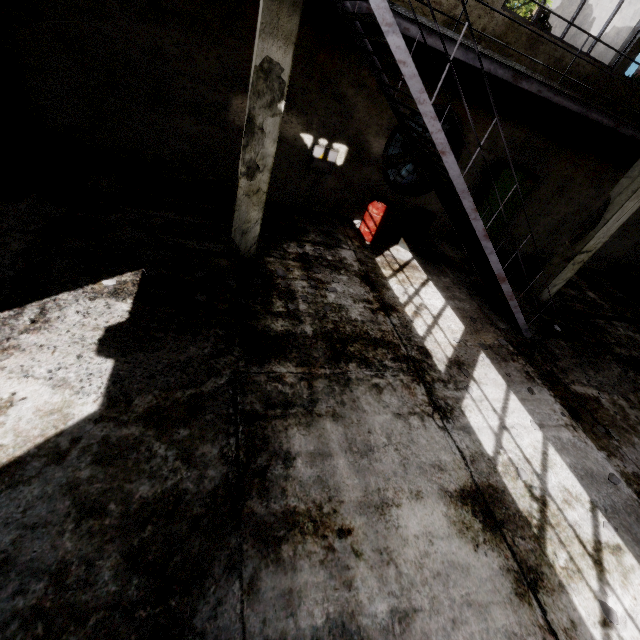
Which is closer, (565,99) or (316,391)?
(316,391)

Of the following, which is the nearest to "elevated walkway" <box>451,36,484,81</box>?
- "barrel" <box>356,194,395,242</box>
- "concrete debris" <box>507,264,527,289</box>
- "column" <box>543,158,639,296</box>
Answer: "column" <box>543,158,639,296</box>

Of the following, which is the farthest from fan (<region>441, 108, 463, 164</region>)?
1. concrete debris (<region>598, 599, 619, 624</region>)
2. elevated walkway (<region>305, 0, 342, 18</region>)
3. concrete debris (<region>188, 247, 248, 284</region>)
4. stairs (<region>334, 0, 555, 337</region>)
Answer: concrete debris (<region>598, 599, 619, 624</region>)

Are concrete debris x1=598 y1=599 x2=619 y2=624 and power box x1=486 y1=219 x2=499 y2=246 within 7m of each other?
no

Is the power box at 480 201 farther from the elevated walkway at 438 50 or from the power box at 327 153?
the power box at 327 153

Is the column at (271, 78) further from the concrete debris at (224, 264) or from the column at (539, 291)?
the column at (539, 291)

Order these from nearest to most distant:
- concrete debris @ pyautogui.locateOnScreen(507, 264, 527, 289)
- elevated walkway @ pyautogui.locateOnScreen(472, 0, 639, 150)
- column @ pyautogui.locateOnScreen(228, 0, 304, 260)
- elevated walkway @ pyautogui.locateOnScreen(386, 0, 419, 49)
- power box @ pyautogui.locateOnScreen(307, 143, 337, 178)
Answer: column @ pyautogui.locateOnScreen(228, 0, 304, 260) < elevated walkway @ pyautogui.locateOnScreen(386, 0, 419, 49) < elevated walkway @ pyautogui.locateOnScreen(472, 0, 639, 150) < power box @ pyautogui.locateOnScreen(307, 143, 337, 178) < concrete debris @ pyautogui.locateOnScreen(507, 264, 527, 289)

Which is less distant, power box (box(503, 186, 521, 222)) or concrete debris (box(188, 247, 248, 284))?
concrete debris (box(188, 247, 248, 284))
